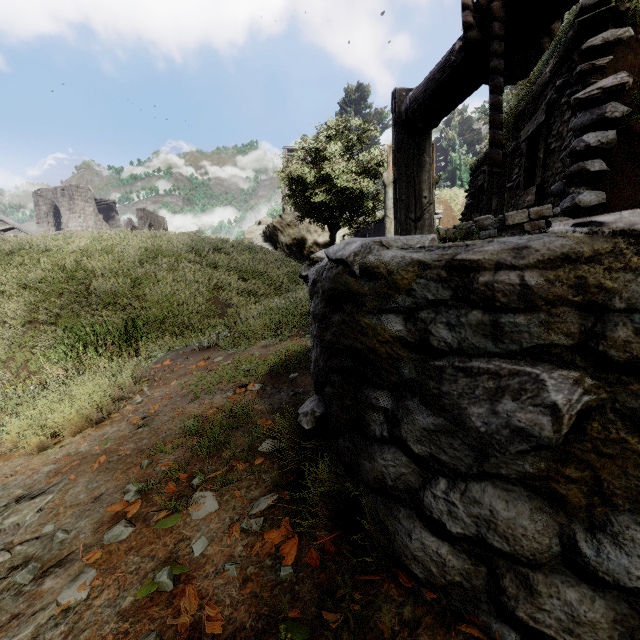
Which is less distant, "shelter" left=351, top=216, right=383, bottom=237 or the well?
the well

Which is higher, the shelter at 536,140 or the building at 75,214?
the building at 75,214

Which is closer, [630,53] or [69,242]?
[630,53]

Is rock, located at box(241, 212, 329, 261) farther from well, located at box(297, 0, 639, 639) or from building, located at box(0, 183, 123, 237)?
well, located at box(297, 0, 639, 639)

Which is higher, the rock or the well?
the rock

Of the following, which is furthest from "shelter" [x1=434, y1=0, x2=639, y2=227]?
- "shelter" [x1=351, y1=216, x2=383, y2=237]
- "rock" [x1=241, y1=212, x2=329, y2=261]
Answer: "rock" [x1=241, y1=212, x2=329, y2=261]

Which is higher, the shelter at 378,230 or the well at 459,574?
the shelter at 378,230

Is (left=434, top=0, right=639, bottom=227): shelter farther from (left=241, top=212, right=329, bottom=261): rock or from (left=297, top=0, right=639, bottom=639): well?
(left=241, top=212, right=329, bottom=261): rock
